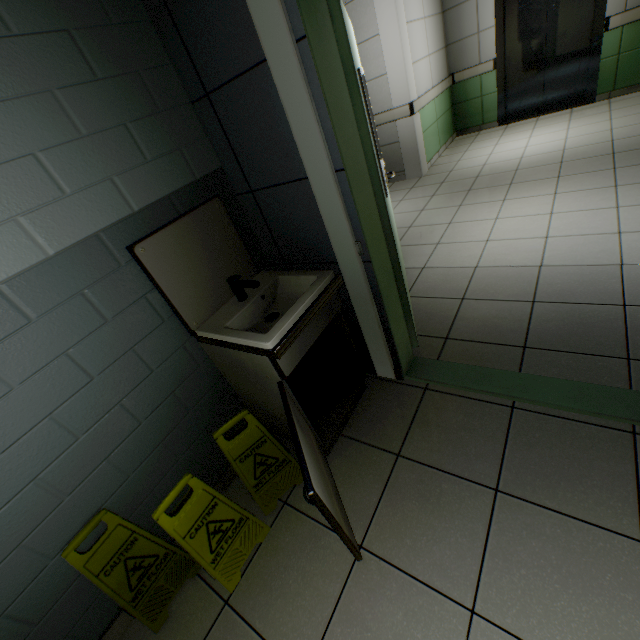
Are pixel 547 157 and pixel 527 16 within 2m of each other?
no

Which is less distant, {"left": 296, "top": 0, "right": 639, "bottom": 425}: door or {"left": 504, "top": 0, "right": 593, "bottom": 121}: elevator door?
{"left": 296, "top": 0, "right": 639, "bottom": 425}: door

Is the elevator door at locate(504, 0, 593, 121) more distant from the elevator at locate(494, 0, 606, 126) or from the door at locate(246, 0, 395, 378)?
the door at locate(246, 0, 395, 378)

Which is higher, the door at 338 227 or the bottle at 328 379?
the door at 338 227

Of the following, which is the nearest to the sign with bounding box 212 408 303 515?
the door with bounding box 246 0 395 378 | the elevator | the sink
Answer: the sink

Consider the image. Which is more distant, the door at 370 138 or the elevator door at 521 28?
the elevator door at 521 28

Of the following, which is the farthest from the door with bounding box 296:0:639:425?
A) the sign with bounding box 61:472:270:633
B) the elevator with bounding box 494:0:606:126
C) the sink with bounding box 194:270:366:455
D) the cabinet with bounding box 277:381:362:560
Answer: the elevator with bounding box 494:0:606:126

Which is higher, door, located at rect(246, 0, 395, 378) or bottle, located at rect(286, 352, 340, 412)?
door, located at rect(246, 0, 395, 378)
